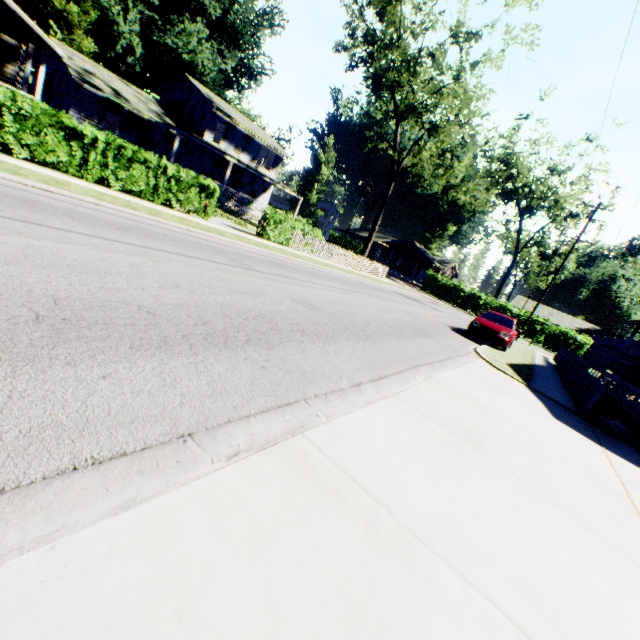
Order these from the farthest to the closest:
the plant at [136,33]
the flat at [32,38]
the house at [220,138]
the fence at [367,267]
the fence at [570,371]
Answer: the plant at [136,33] → the house at [220,138] → the fence at [367,267] → the flat at [32,38] → the fence at [570,371]

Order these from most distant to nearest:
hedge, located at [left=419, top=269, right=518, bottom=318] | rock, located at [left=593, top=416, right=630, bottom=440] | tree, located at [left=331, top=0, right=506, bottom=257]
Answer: hedge, located at [left=419, top=269, right=518, bottom=318]
tree, located at [left=331, top=0, right=506, bottom=257]
rock, located at [left=593, top=416, right=630, bottom=440]

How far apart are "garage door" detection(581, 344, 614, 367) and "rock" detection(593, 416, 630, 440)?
44.6m

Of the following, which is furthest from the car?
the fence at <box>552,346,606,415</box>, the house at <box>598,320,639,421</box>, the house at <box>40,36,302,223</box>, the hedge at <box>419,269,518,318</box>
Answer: the hedge at <box>419,269,518,318</box>

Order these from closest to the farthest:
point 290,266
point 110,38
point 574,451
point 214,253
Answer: point 574,451 → point 214,253 → point 290,266 → point 110,38

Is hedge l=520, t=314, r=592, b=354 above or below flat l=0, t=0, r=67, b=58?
below

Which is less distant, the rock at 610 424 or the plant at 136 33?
the rock at 610 424

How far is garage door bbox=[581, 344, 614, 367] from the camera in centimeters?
4209cm
